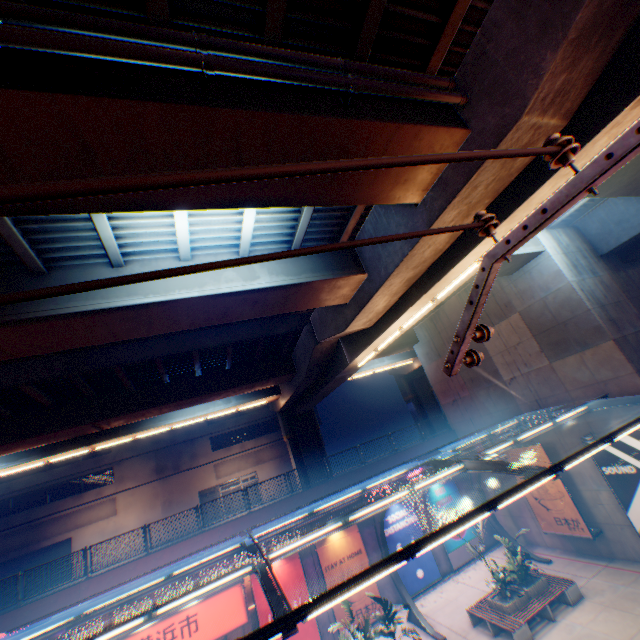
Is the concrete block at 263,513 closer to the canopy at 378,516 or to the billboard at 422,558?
the canopy at 378,516

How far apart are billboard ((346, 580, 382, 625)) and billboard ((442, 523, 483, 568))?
4.76m

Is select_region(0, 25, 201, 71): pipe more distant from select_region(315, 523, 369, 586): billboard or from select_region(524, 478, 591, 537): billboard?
select_region(315, 523, 369, 586): billboard

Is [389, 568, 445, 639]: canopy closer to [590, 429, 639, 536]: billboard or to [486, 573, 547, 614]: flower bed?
[590, 429, 639, 536]: billboard

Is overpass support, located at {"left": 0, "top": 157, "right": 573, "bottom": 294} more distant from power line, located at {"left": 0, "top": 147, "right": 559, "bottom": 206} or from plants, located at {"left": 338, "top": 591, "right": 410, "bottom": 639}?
plants, located at {"left": 338, "top": 591, "right": 410, "bottom": 639}

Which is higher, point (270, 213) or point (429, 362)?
point (270, 213)

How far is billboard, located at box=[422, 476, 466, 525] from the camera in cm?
2003

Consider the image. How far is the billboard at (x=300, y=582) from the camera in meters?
16.1 m
